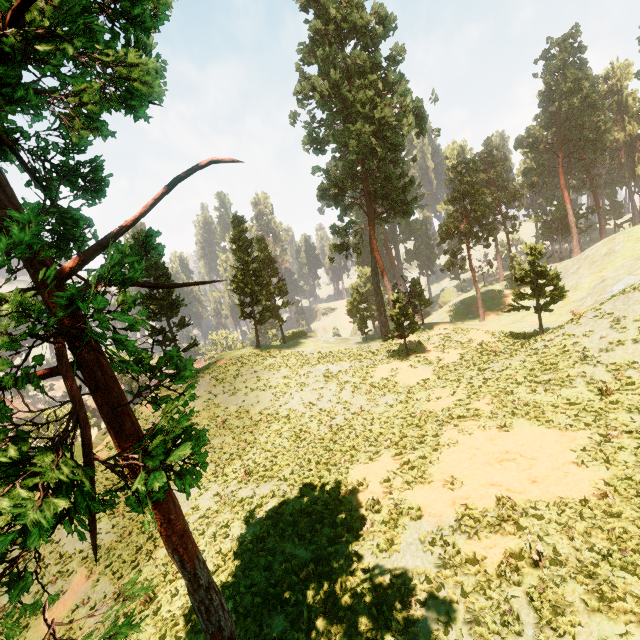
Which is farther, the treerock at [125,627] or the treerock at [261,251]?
the treerock at [261,251]

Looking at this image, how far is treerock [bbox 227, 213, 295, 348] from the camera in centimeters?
3788cm

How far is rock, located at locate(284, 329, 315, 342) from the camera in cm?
5315

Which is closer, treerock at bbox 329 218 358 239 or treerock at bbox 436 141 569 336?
treerock at bbox 436 141 569 336

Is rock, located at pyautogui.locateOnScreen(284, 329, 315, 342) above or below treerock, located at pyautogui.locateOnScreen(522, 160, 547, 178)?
below

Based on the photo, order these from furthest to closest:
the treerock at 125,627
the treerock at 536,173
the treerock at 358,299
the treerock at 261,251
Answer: the treerock at 536,173 < the treerock at 358,299 < the treerock at 261,251 < the treerock at 125,627

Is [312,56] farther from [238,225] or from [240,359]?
[240,359]
